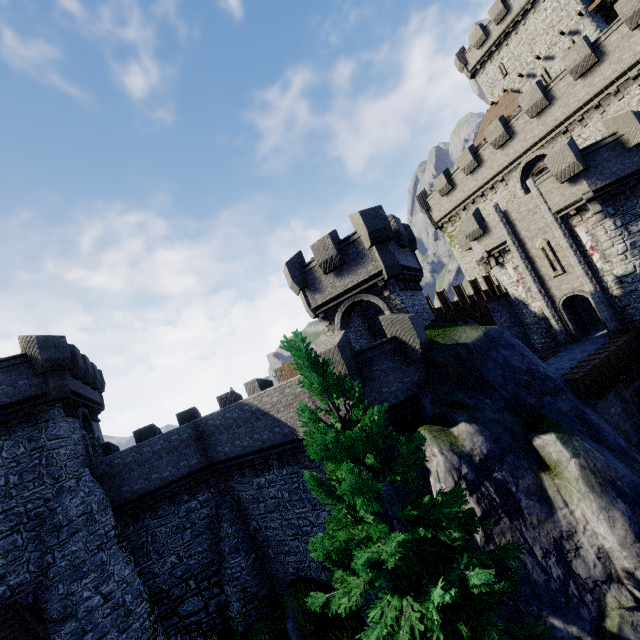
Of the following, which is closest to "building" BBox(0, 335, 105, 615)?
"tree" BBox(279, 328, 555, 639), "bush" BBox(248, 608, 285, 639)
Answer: "bush" BBox(248, 608, 285, 639)

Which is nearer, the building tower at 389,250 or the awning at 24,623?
the awning at 24,623

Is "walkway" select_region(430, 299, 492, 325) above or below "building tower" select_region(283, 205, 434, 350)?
below

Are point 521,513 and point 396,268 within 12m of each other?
yes

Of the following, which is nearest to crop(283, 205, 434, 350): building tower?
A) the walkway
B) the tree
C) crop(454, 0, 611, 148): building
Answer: the walkway

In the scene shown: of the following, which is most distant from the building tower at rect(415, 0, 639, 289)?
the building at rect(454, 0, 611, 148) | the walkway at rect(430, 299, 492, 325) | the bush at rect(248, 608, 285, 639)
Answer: the bush at rect(248, 608, 285, 639)

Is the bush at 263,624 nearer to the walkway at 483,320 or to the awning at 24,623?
the awning at 24,623

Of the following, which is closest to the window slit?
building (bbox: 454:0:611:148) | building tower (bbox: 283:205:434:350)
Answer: building tower (bbox: 283:205:434:350)
